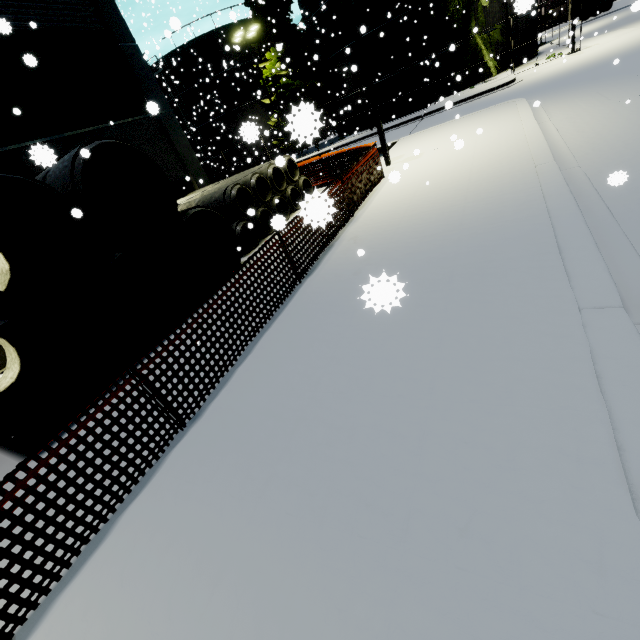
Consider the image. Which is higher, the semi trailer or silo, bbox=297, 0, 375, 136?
silo, bbox=297, 0, 375, 136

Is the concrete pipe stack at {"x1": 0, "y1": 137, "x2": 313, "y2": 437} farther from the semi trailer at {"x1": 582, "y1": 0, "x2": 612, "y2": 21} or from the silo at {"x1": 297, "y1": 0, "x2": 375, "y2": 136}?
the semi trailer at {"x1": 582, "y1": 0, "x2": 612, "y2": 21}

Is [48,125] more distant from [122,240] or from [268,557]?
[268,557]

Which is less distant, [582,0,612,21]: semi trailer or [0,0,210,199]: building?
[0,0,210,199]: building

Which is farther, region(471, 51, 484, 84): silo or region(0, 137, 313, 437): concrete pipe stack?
region(471, 51, 484, 84): silo

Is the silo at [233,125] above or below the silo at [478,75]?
above

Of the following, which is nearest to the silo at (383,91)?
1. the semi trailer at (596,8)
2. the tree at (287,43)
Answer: the tree at (287,43)
